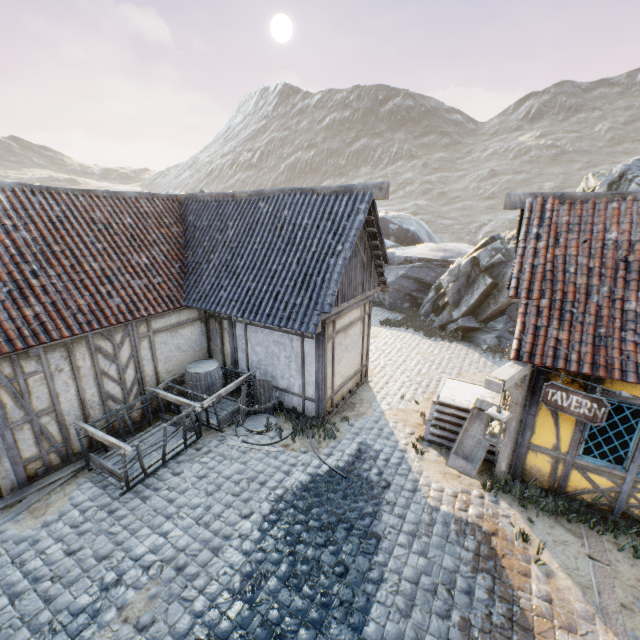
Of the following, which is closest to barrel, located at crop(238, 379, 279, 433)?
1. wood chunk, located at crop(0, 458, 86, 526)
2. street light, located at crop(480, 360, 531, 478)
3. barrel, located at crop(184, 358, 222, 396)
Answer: barrel, located at crop(184, 358, 222, 396)

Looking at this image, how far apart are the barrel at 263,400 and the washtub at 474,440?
4.18m

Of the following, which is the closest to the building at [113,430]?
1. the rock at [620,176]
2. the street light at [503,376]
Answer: the rock at [620,176]

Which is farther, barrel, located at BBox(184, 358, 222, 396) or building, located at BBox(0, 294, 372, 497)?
barrel, located at BBox(184, 358, 222, 396)

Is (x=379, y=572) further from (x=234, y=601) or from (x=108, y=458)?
(x=108, y=458)

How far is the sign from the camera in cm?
508

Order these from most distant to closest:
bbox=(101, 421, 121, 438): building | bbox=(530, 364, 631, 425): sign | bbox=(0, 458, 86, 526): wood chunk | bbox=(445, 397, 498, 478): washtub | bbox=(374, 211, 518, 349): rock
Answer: bbox=(374, 211, 518, 349): rock
bbox=(101, 421, 121, 438): building
bbox=(445, 397, 498, 478): washtub
bbox=(0, 458, 86, 526): wood chunk
bbox=(530, 364, 631, 425): sign

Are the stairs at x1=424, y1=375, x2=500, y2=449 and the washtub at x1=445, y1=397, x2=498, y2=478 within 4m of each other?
yes
